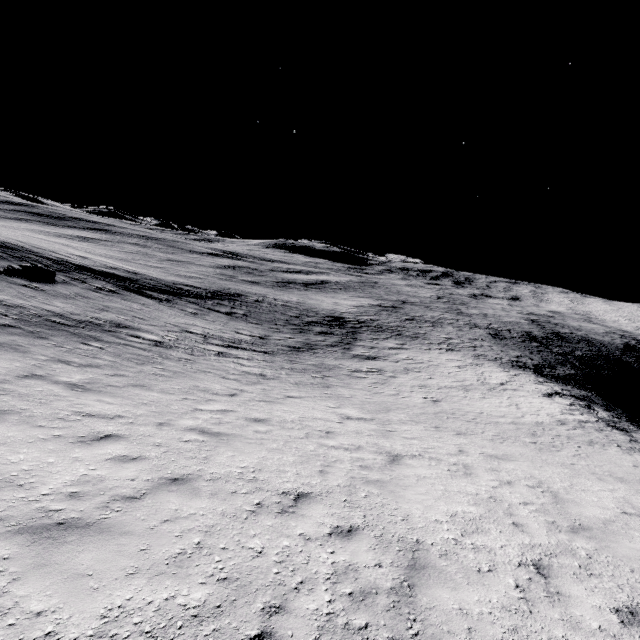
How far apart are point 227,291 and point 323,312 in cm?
1247
